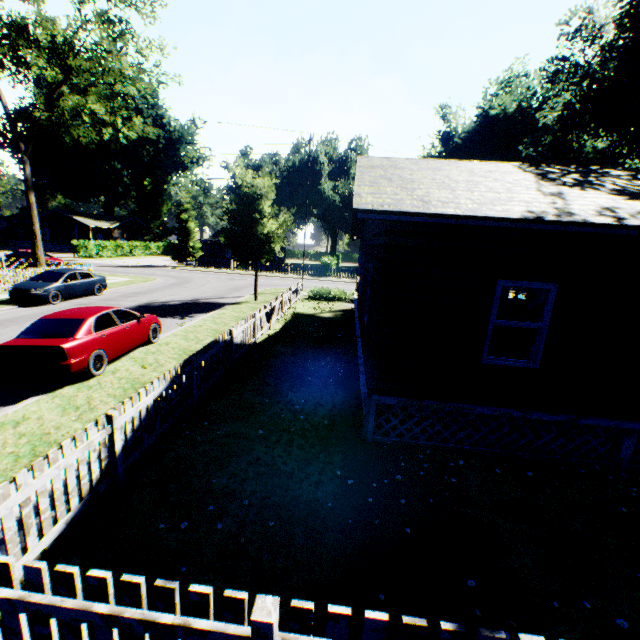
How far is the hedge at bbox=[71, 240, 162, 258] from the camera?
42.41m

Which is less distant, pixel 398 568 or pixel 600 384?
pixel 398 568

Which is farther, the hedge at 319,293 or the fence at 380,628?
the hedge at 319,293

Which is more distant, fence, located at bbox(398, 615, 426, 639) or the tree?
the tree

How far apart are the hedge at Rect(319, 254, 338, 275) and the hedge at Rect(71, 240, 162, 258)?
31.05m

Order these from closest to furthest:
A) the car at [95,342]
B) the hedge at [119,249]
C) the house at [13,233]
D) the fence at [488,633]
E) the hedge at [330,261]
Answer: the fence at [488,633] → the car at [95,342] → the hedge at [330,261] → the hedge at [119,249] → the house at [13,233]

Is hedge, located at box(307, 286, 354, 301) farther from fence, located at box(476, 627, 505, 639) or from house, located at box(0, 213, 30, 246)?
house, located at box(0, 213, 30, 246)

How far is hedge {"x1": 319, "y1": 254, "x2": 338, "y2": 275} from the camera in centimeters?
3944cm
